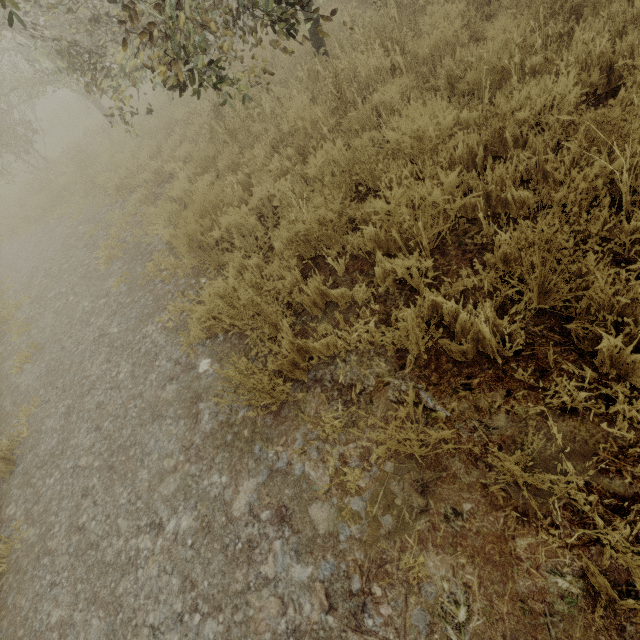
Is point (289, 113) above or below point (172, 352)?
above
